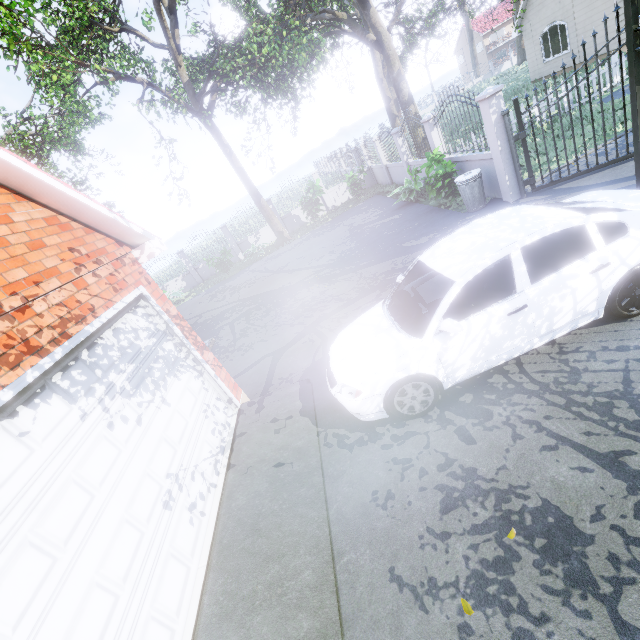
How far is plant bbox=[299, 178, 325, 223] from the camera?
17.11m

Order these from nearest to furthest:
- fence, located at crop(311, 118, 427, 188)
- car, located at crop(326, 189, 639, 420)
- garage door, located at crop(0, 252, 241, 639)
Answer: garage door, located at crop(0, 252, 241, 639) → car, located at crop(326, 189, 639, 420) → fence, located at crop(311, 118, 427, 188)

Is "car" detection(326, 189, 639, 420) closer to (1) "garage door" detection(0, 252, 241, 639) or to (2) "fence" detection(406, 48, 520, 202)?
(1) "garage door" detection(0, 252, 241, 639)

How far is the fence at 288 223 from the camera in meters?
20.0 m

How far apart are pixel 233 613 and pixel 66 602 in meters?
1.4

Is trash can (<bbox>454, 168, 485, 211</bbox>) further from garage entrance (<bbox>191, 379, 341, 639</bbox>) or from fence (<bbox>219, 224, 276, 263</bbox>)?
garage entrance (<bbox>191, 379, 341, 639</bbox>)

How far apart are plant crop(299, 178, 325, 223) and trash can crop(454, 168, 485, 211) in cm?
954
